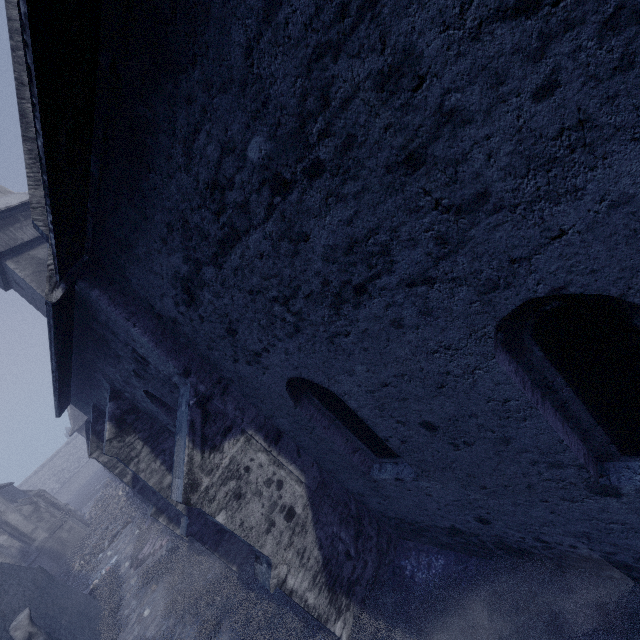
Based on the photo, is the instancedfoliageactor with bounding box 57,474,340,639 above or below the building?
below

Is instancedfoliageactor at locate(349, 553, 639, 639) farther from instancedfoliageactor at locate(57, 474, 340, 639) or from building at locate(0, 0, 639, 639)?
building at locate(0, 0, 639, 639)

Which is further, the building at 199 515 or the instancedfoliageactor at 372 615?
the instancedfoliageactor at 372 615

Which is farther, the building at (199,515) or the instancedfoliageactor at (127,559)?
the instancedfoliageactor at (127,559)

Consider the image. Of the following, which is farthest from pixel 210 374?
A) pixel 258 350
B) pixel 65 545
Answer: pixel 65 545

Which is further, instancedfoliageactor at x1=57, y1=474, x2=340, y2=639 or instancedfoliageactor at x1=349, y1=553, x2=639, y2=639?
instancedfoliageactor at x1=57, y1=474, x2=340, y2=639

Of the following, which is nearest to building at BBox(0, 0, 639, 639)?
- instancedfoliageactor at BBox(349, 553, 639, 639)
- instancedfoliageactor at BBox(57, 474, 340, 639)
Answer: instancedfoliageactor at BBox(57, 474, 340, 639)
